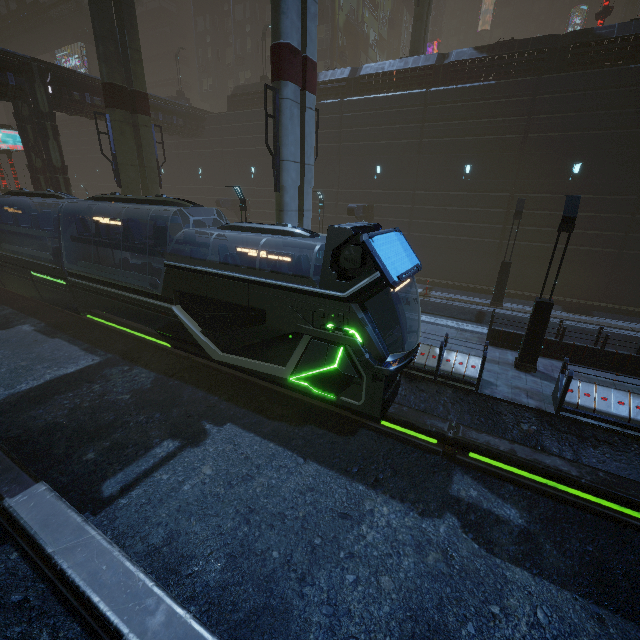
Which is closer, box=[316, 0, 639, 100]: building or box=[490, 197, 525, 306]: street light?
box=[490, 197, 525, 306]: street light

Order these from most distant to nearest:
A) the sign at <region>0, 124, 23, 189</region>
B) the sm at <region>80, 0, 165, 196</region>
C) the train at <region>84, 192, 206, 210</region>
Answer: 1. the sign at <region>0, 124, 23, 189</region>
2. the sm at <region>80, 0, 165, 196</region>
3. the train at <region>84, 192, 206, 210</region>

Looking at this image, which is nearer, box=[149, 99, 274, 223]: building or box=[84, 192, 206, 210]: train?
box=[84, 192, 206, 210]: train

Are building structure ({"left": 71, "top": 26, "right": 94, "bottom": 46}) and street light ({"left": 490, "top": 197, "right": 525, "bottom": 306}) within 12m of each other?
no

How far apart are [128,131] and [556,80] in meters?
23.0 m

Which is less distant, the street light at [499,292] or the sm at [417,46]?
the street light at [499,292]

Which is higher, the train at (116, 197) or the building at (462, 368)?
the train at (116, 197)

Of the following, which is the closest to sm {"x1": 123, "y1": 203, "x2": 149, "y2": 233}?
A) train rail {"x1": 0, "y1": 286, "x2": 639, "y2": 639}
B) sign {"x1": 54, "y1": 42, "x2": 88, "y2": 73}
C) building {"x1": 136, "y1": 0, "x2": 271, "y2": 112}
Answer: building {"x1": 136, "y1": 0, "x2": 271, "y2": 112}
